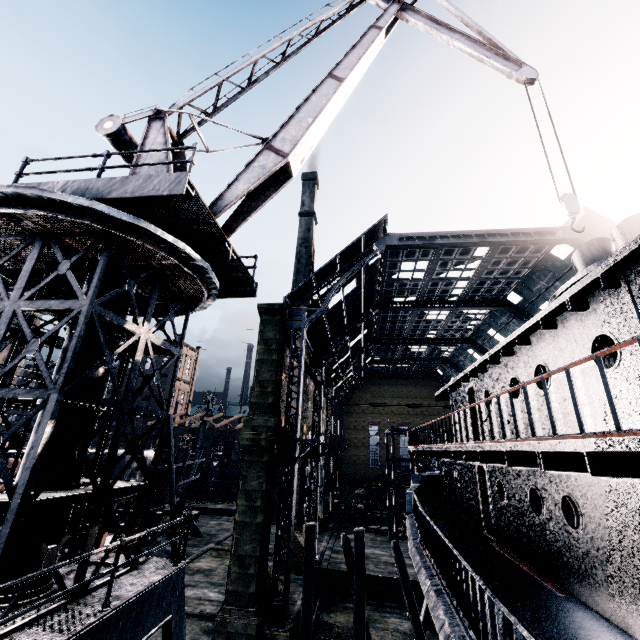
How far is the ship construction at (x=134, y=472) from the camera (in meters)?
18.58

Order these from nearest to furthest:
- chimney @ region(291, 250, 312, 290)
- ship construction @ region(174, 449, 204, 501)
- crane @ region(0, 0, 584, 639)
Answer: crane @ region(0, 0, 584, 639) < ship construction @ region(174, 449, 204, 501) < chimney @ region(291, 250, 312, 290)

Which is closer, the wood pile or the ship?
the ship

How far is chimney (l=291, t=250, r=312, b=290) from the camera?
57.94m

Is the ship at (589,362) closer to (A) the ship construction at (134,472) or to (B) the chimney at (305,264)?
(A) the ship construction at (134,472)

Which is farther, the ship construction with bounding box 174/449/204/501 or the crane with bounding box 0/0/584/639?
the ship construction with bounding box 174/449/204/501

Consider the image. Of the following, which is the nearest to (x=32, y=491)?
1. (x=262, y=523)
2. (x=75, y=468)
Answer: (x=75, y=468)

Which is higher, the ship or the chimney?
the chimney
